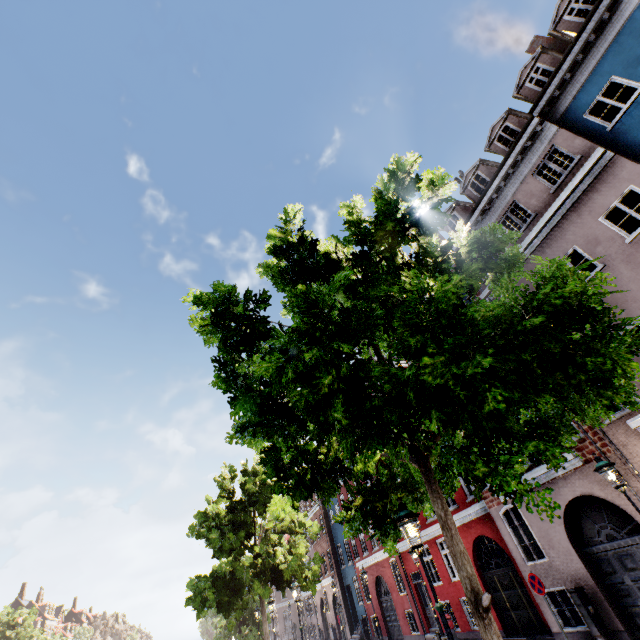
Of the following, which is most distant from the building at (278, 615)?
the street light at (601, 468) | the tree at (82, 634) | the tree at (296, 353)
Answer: the tree at (82, 634)

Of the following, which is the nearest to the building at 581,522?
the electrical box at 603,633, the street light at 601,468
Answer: the electrical box at 603,633

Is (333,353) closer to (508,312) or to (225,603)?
(508,312)

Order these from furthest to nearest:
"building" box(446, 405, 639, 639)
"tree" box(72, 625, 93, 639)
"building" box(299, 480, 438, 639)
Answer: "tree" box(72, 625, 93, 639), "building" box(299, 480, 438, 639), "building" box(446, 405, 639, 639)

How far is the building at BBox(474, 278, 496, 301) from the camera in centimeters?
1317cm

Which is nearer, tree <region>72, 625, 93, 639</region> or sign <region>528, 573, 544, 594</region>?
sign <region>528, 573, 544, 594</region>

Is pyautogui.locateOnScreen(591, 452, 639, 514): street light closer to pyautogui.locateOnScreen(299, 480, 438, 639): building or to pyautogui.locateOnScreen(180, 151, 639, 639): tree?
pyautogui.locateOnScreen(299, 480, 438, 639): building

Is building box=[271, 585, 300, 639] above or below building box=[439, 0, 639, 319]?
below
